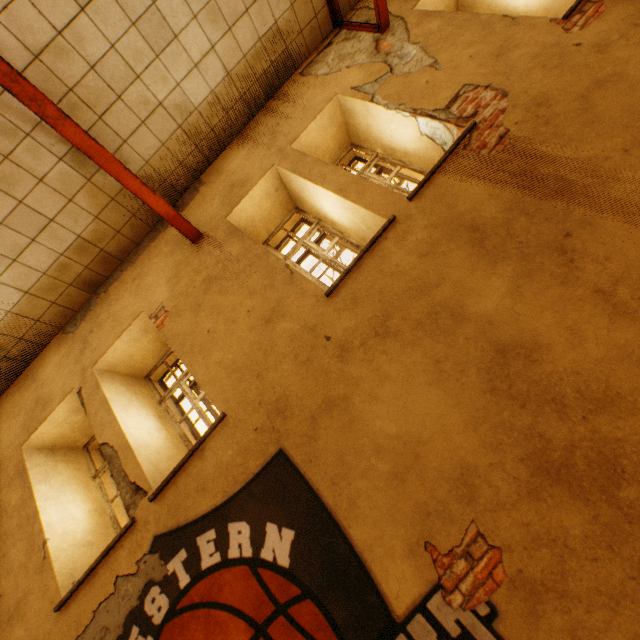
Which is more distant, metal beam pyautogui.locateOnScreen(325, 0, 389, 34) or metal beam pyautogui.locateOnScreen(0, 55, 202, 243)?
metal beam pyautogui.locateOnScreen(325, 0, 389, 34)

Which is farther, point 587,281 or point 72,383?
point 72,383

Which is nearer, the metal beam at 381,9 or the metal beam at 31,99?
the metal beam at 31,99
